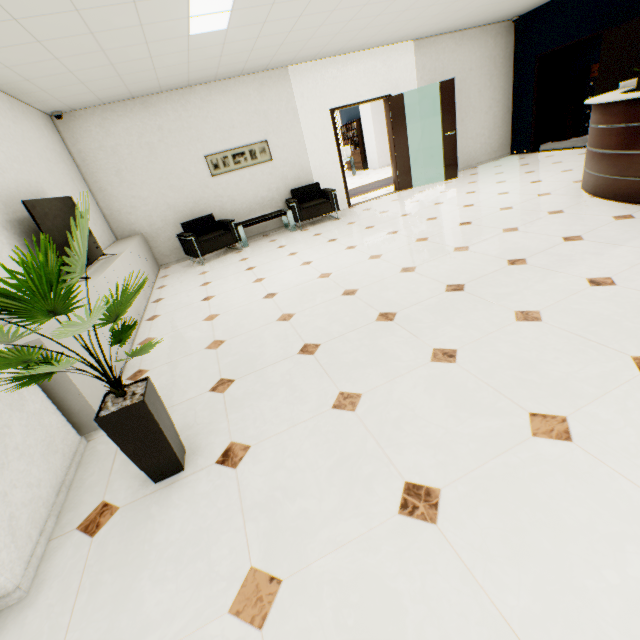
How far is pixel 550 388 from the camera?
1.7 meters

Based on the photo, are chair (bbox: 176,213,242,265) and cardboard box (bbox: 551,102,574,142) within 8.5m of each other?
no

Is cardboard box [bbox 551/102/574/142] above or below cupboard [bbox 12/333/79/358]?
below

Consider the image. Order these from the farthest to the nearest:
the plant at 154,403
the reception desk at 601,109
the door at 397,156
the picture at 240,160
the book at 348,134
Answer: the book at 348,134, the door at 397,156, the picture at 240,160, the reception desk at 601,109, the plant at 154,403

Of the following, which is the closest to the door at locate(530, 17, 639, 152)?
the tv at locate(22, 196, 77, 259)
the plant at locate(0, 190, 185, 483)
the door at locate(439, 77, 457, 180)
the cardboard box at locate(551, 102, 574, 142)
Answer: the cardboard box at locate(551, 102, 574, 142)

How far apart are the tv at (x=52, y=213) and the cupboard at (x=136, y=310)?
0.1 meters

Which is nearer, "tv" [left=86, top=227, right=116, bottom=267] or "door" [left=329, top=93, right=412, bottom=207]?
"tv" [left=86, top=227, right=116, bottom=267]

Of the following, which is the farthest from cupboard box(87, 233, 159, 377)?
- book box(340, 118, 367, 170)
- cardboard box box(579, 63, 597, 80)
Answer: book box(340, 118, 367, 170)
